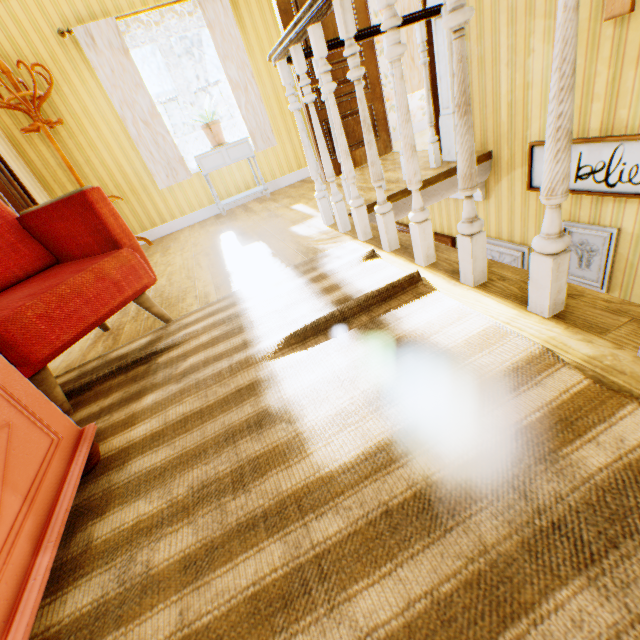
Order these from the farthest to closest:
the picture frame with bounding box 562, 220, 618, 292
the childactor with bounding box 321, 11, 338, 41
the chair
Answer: the childactor with bounding box 321, 11, 338, 41
the picture frame with bounding box 562, 220, 618, 292
the chair

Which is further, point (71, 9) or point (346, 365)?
point (71, 9)

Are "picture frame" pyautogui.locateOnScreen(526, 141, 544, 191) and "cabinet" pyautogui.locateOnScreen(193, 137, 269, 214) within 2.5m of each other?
no

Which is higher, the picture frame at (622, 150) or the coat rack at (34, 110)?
the coat rack at (34, 110)

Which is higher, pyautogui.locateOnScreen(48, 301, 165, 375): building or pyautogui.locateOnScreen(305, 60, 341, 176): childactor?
pyautogui.locateOnScreen(305, 60, 341, 176): childactor

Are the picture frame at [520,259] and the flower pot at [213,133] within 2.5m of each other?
no

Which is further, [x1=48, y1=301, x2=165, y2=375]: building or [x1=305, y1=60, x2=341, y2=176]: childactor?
[x1=305, y1=60, x2=341, y2=176]: childactor

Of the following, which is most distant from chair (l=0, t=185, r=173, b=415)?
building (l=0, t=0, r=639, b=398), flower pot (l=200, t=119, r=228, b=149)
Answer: flower pot (l=200, t=119, r=228, b=149)
